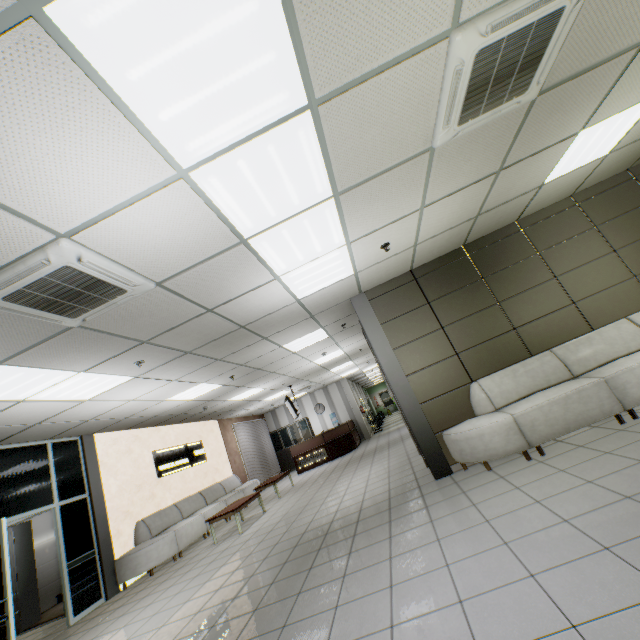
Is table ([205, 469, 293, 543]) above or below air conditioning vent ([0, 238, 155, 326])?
below

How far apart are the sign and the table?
2.1m

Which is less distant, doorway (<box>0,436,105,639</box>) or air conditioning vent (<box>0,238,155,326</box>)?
air conditioning vent (<box>0,238,155,326</box>)

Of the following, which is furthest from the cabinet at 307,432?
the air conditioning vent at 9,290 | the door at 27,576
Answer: the air conditioning vent at 9,290

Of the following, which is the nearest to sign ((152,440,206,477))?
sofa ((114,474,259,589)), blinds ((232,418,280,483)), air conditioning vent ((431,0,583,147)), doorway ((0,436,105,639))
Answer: sofa ((114,474,259,589))

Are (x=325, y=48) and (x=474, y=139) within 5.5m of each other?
yes

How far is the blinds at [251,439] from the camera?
13.7m

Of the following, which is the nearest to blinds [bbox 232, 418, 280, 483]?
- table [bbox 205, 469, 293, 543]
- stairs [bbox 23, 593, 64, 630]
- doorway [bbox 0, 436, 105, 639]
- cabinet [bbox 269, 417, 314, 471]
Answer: cabinet [bbox 269, 417, 314, 471]
